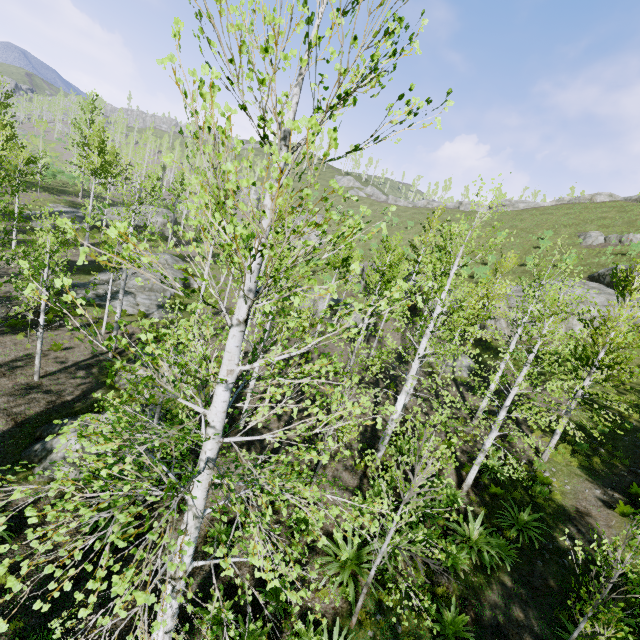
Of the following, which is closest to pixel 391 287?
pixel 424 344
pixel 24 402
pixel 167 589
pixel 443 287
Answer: pixel 443 287

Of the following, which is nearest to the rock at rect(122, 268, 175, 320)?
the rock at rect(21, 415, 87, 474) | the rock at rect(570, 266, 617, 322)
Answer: the rock at rect(21, 415, 87, 474)

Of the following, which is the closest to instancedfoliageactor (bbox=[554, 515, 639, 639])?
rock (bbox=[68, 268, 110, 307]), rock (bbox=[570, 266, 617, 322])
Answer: rock (bbox=[68, 268, 110, 307])

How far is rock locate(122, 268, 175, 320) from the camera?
21.5m

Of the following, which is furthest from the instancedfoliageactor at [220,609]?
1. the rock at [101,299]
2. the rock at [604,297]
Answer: the rock at [604,297]

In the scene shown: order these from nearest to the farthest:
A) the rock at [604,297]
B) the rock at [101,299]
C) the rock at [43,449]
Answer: the rock at [43,449]
the rock at [101,299]
the rock at [604,297]

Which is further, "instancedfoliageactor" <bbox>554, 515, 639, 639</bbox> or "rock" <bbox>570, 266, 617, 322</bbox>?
"rock" <bbox>570, 266, 617, 322</bbox>

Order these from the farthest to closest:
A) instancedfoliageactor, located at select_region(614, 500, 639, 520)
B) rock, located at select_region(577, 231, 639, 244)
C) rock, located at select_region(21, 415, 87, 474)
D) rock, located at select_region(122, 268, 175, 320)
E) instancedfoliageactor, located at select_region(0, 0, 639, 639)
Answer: rock, located at select_region(577, 231, 639, 244)
rock, located at select_region(122, 268, 175, 320)
rock, located at select_region(21, 415, 87, 474)
instancedfoliageactor, located at select_region(614, 500, 639, 520)
instancedfoliageactor, located at select_region(0, 0, 639, 639)
